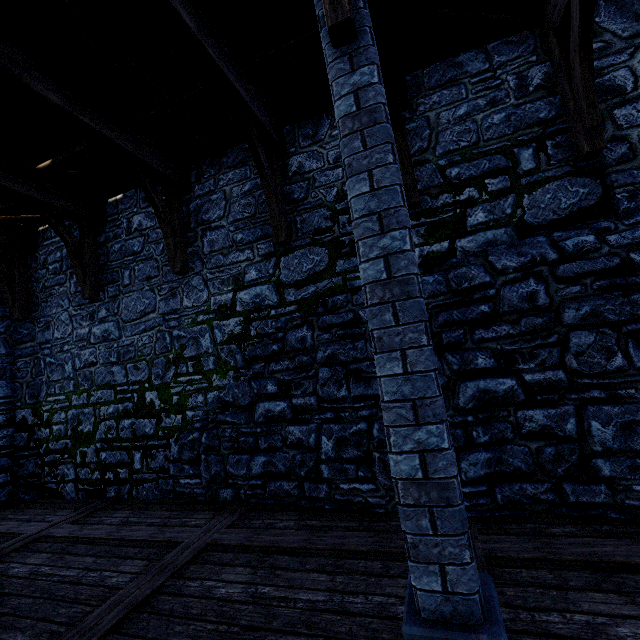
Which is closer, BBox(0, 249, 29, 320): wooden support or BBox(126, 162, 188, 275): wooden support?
BBox(126, 162, 188, 275): wooden support

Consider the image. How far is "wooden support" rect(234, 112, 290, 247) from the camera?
4.54m

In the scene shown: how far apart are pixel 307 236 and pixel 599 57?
4.2m

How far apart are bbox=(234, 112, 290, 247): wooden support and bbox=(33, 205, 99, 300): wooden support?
4.0 meters

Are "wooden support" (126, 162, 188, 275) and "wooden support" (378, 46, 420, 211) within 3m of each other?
no

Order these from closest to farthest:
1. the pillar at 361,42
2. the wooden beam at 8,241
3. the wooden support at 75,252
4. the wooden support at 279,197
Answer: the pillar at 361,42 → the wooden support at 279,197 → the wooden support at 75,252 → the wooden beam at 8,241

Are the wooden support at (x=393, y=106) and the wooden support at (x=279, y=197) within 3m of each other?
yes

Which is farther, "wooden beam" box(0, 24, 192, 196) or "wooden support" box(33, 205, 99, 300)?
"wooden support" box(33, 205, 99, 300)
